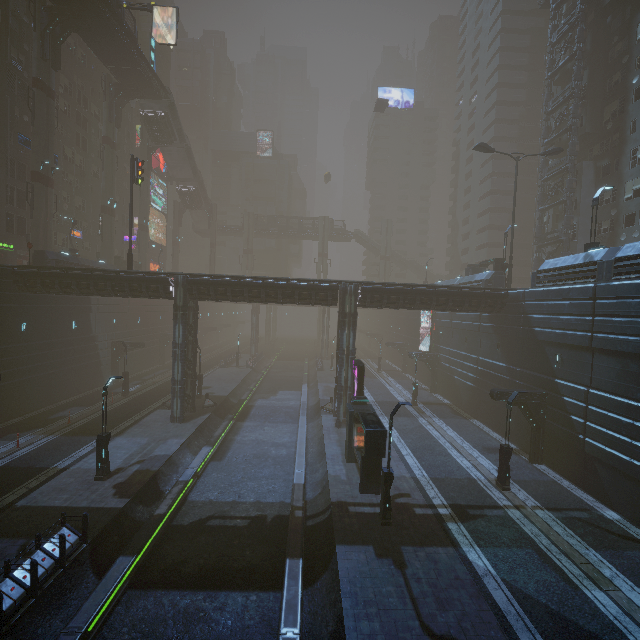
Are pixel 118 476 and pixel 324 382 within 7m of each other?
no

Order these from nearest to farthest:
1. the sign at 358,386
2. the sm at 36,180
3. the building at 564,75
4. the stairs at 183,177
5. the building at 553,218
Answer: the sign at 358,386 → the sm at 36,180 → the building at 564,75 → the building at 553,218 → the stairs at 183,177

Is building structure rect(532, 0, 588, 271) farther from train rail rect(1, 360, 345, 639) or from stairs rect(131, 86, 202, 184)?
stairs rect(131, 86, 202, 184)

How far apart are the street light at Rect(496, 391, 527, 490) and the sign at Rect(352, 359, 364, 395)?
8.39m

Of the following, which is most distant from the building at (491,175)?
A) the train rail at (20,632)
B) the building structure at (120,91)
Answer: the building structure at (120,91)

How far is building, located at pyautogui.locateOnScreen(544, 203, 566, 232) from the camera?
37.3 meters

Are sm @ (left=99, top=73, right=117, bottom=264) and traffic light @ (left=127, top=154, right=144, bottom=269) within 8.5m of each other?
no

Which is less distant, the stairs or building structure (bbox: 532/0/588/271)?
building structure (bbox: 532/0/588/271)
